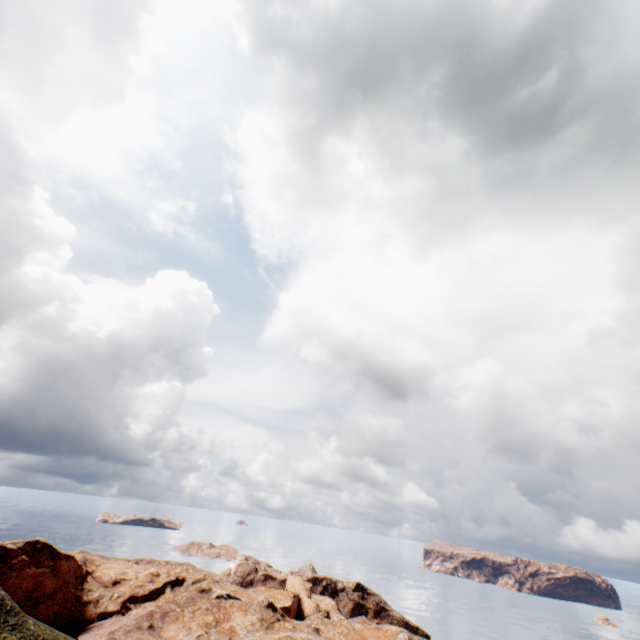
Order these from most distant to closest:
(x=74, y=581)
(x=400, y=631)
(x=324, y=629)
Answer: (x=400, y=631), (x=324, y=629), (x=74, y=581)
